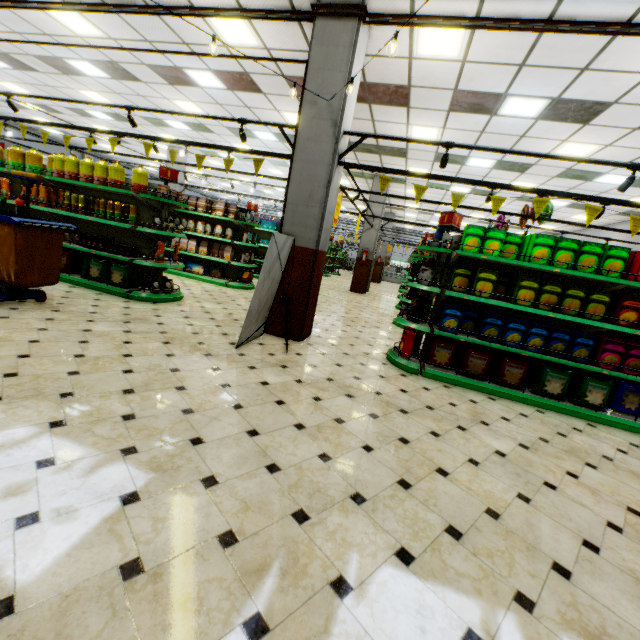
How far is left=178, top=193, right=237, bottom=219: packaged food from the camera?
9.1m

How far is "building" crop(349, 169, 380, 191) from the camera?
13.4m

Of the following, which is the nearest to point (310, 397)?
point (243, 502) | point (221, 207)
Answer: point (243, 502)

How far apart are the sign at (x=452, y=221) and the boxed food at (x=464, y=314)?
1.2m

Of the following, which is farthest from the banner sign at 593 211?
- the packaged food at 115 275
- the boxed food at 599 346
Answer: the packaged food at 115 275

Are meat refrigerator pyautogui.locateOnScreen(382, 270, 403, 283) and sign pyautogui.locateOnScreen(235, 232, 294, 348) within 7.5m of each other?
no

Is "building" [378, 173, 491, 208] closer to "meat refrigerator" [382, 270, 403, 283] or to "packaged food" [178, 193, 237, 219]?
"meat refrigerator" [382, 270, 403, 283]

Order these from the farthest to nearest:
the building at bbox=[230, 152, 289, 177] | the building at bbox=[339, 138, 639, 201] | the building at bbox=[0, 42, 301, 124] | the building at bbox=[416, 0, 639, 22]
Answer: the building at bbox=[230, 152, 289, 177] < the building at bbox=[339, 138, 639, 201] < the building at bbox=[0, 42, 301, 124] < the building at bbox=[416, 0, 639, 22]
